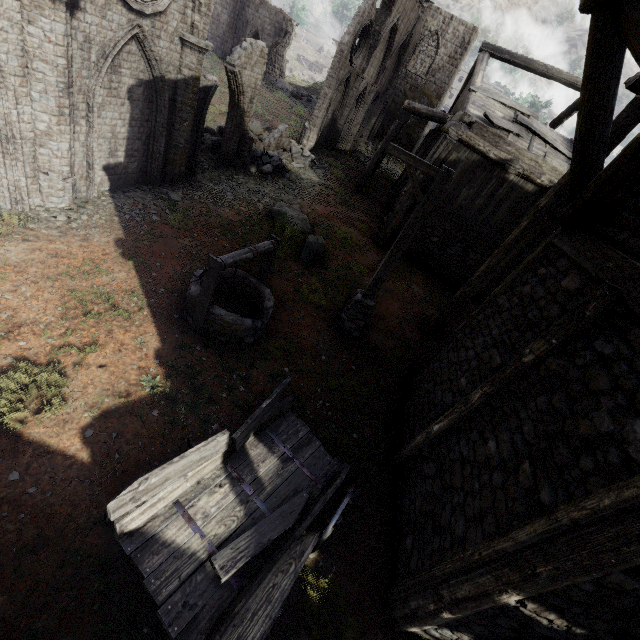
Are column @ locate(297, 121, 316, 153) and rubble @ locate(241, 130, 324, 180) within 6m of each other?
yes

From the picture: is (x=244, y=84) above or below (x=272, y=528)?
above

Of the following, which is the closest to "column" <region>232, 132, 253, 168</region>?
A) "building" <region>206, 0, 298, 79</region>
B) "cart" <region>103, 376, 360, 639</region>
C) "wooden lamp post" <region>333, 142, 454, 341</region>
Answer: "wooden lamp post" <region>333, 142, 454, 341</region>

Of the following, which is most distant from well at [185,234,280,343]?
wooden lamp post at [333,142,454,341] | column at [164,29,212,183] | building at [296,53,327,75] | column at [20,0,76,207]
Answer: building at [296,53,327,75]

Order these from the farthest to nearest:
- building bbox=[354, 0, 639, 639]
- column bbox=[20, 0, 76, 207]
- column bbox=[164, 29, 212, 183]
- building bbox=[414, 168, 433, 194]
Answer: building bbox=[414, 168, 433, 194], column bbox=[164, 29, 212, 183], column bbox=[20, 0, 76, 207], building bbox=[354, 0, 639, 639]

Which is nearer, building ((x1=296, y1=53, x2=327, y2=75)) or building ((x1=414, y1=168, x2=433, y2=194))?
building ((x1=414, y1=168, x2=433, y2=194))

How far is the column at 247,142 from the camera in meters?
13.6

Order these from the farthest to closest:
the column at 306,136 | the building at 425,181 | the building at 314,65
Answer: the building at 314,65 → the column at 306,136 → the building at 425,181
